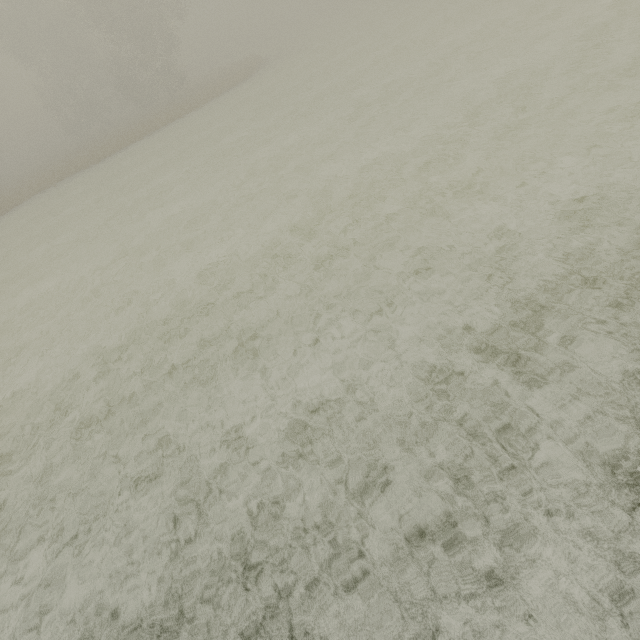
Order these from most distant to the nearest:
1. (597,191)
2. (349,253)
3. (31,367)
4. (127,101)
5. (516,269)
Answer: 1. (127,101)
2. (31,367)
3. (349,253)
4. (597,191)
5. (516,269)
